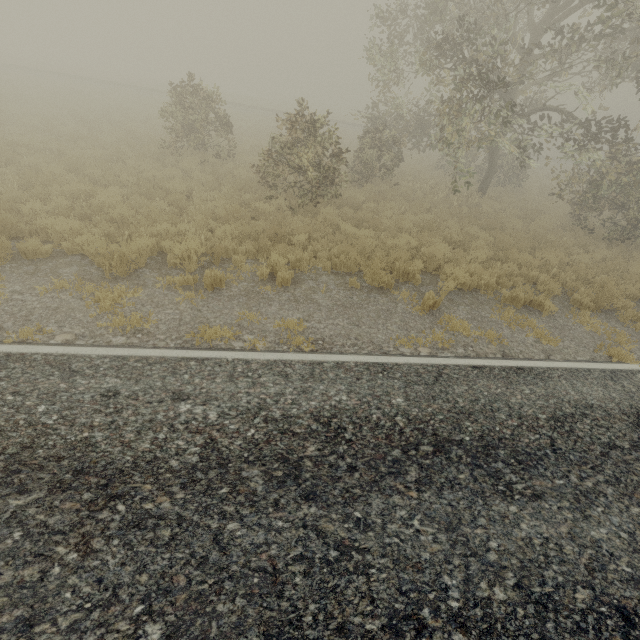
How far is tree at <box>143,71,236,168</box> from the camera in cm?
1298

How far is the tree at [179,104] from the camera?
13.0m

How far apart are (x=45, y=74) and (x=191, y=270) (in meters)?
39.82

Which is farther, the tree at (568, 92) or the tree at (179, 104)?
the tree at (179, 104)

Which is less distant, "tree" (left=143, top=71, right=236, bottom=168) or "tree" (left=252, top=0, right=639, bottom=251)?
"tree" (left=252, top=0, right=639, bottom=251)
